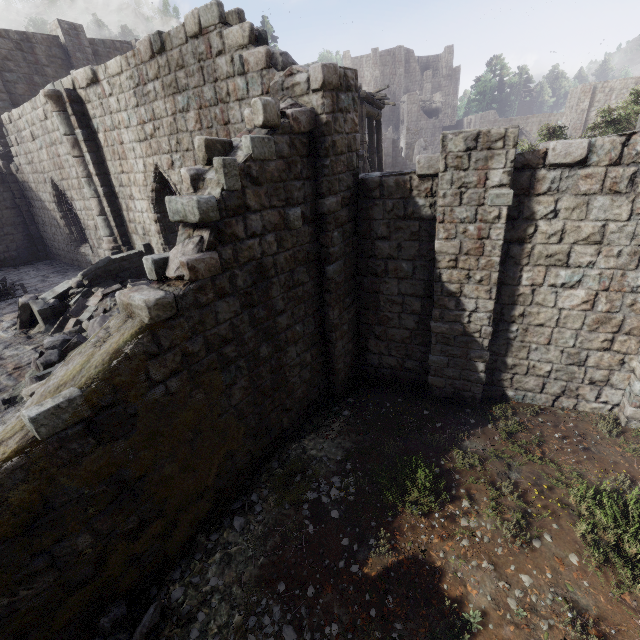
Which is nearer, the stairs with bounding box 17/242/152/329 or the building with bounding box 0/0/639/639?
the building with bounding box 0/0/639/639

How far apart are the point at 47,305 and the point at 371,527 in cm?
1079

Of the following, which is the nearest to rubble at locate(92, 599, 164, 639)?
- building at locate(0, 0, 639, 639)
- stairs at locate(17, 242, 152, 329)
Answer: building at locate(0, 0, 639, 639)

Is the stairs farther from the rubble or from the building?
the rubble

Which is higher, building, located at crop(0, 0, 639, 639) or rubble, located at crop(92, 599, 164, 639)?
building, located at crop(0, 0, 639, 639)

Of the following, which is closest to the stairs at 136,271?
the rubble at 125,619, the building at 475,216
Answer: the building at 475,216

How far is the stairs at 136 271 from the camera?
9.6m

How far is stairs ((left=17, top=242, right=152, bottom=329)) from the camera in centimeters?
960cm
